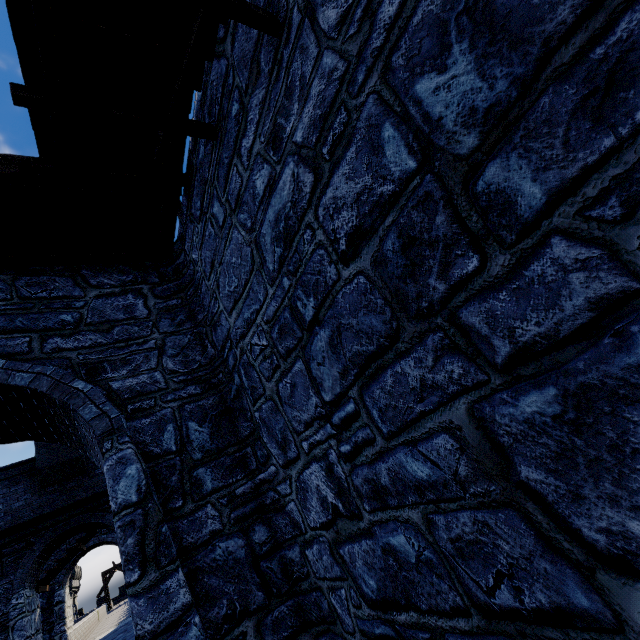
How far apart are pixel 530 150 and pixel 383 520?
2.5 meters
